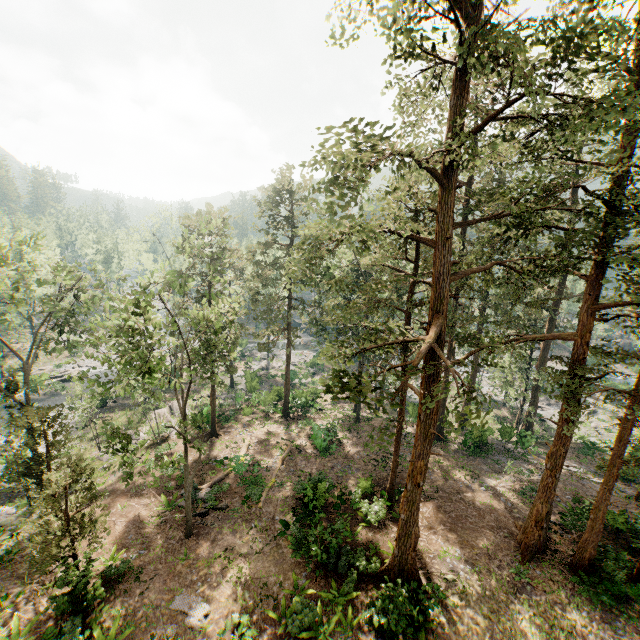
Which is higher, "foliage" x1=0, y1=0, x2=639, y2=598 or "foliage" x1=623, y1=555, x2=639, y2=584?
"foliage" x1=0, y1=0, x2=639, y2=598

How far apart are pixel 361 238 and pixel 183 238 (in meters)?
19.10

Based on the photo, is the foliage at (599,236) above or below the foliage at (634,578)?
above

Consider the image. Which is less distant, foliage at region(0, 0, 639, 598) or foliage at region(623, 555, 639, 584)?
foliage at region(0, 0, 639, 598)

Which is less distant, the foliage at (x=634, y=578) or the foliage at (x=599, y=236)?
the foliage at (x=599, y=236)
